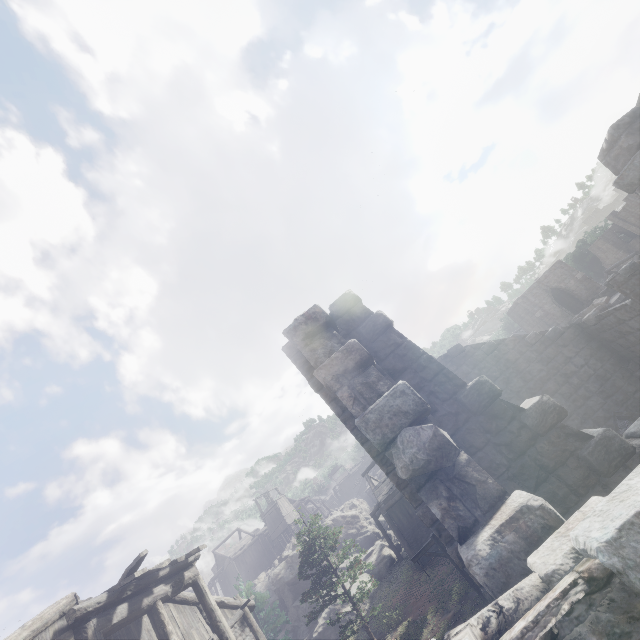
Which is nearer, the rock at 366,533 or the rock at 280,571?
A: the rock at 280,571

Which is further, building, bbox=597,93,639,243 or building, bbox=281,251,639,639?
building, bbox=597,93,639,243

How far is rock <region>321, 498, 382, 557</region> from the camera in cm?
3803

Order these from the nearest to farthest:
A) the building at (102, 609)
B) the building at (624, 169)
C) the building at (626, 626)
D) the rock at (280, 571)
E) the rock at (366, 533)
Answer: the building at (626, 626) < the building at (624, 169) < the building at (102, 609) < the rock at (280, 571) < the rock at (366, 533)

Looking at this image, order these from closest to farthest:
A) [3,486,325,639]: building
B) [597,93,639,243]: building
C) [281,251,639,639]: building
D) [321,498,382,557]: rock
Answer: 1. [281,251,639,639]: building
2. [597,93,639,243]: building
3. [3,486,325,639]: building
4. [321,498,382,557]: rock

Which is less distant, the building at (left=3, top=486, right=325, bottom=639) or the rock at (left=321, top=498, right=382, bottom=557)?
the building at (left=3, top=486, right=325, bottom=639)

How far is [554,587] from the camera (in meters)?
1.20
